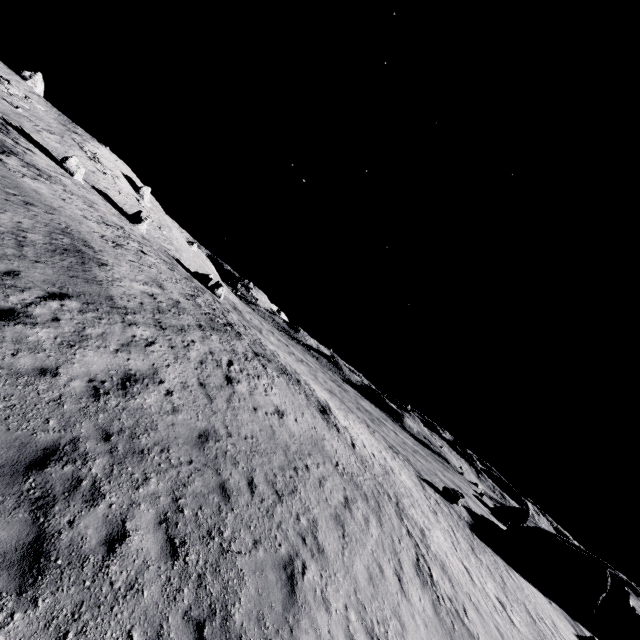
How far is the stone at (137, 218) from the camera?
42.2m

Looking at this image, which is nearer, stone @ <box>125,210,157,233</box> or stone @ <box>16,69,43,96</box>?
stone @ <box>125,210,157,233</box>

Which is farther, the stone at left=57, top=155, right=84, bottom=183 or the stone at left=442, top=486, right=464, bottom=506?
the stone at left=57, top=155, right=84, bottom=183

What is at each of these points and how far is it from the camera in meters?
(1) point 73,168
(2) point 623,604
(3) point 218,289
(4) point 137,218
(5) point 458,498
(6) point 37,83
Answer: (1) stone, 35.8 m
(2) stone, 41.8 m
(3) stone, 47.8 m
(4) stone, 42.4 m
(5) stone, 33.8 m
(6) stone, 52.2 m

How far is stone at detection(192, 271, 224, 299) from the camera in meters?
47.8

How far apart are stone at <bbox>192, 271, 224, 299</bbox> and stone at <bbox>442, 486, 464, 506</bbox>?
37.87m

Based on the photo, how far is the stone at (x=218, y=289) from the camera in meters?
47.8 m

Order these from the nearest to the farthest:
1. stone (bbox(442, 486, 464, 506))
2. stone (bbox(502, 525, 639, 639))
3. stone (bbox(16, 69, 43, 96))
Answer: stone (bbox(442, 486, 464, 506))
stone (bbox(502, 525, 639, 639))
stone (bbox(16, 69, 43, 96))
